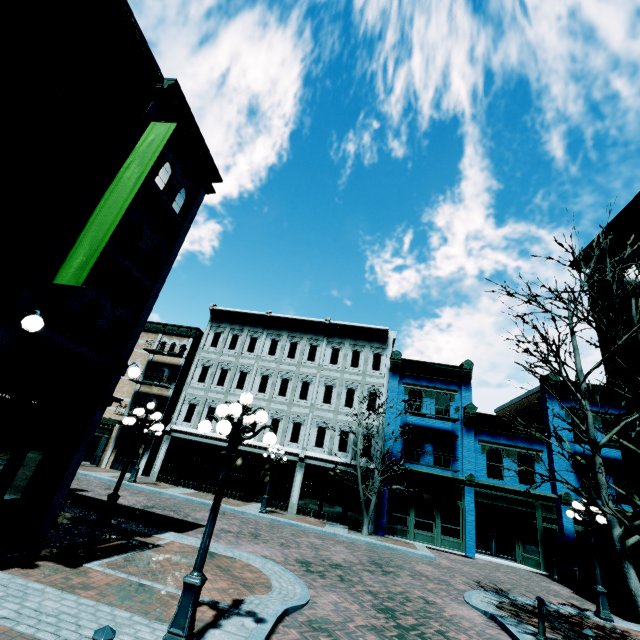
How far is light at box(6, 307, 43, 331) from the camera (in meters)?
5.82

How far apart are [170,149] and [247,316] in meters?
17.7

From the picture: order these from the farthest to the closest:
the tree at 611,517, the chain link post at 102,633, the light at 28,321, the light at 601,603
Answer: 1. the light at 601,603
2. the tree at 611,517
3. the light at 28,321
4. the chain link post at 102,633

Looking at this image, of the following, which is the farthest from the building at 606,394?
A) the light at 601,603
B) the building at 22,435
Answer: the light at 601,603

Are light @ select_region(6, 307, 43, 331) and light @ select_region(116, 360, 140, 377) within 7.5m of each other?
yes

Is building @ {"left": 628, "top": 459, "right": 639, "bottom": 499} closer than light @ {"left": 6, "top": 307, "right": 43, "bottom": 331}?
No

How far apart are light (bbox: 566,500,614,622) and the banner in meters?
17.3

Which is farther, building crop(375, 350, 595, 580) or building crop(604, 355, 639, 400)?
building crop(375, 350, 595, 580)
